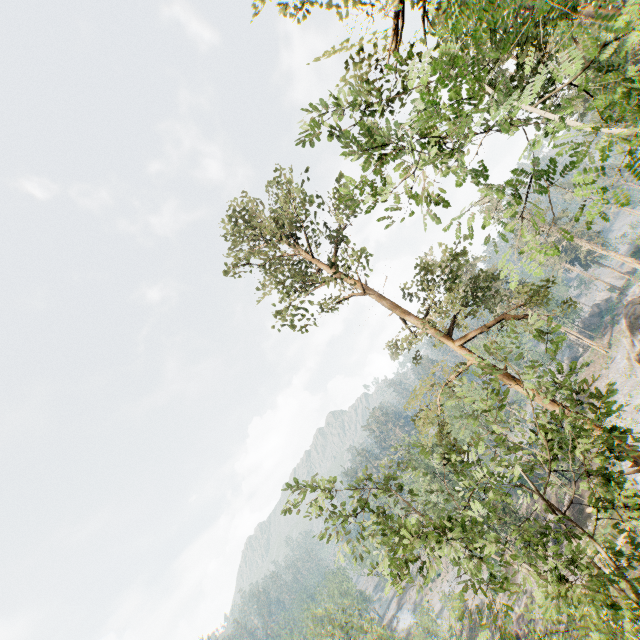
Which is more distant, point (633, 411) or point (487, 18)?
point (633, 411)

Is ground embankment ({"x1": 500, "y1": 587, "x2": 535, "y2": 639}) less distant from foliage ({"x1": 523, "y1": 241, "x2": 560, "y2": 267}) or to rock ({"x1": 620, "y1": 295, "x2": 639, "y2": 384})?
foliage ({"x1": 523, "y1": 241, "x2": 560, "y2": 267})

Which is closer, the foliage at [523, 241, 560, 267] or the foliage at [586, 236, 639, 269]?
the foliage at [523, 241, 560, 267]

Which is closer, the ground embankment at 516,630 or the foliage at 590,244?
the ground embankment at 516,630

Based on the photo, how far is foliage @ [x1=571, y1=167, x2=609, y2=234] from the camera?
4.2 meters

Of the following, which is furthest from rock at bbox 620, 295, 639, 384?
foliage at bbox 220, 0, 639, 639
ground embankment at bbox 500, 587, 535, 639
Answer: ground embankment at bbox 500, 587, 535, 639

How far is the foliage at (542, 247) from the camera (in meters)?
6.21
